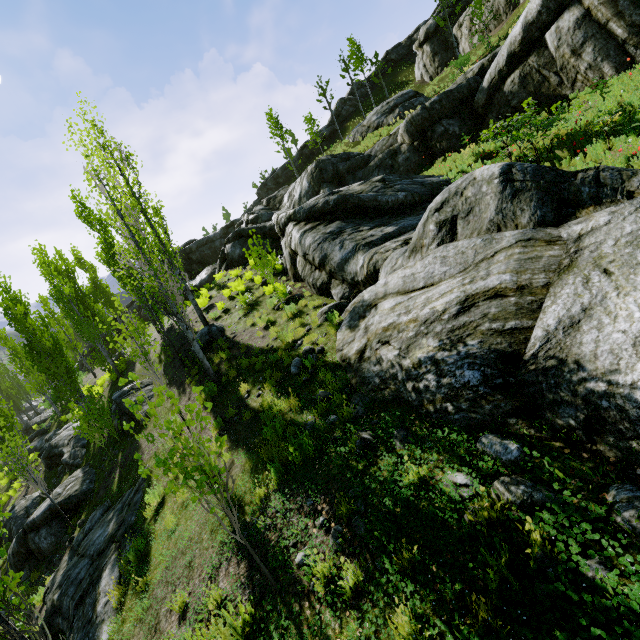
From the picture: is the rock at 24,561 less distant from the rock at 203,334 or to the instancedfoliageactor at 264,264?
the instancedfoliageactor at 264,264

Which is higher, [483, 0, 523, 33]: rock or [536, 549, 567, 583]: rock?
[483, 0, 523, 33]: rock

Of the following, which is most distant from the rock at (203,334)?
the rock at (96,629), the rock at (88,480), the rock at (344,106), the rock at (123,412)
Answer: the rock at (344,106)

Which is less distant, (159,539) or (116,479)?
(159,539)

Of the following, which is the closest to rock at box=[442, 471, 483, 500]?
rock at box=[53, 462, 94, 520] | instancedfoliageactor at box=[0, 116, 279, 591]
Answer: instancedfoliageactor at box=[0, 116, 279, 591]

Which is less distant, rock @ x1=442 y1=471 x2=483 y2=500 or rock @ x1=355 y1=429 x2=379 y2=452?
rock @ x1=442 y1=471 x2=483 y2=500

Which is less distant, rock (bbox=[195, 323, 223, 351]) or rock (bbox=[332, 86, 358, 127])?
rock (bbox=[195, 323, 223, 351])

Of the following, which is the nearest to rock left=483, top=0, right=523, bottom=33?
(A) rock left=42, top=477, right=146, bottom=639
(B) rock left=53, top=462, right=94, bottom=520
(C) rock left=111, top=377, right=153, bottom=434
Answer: (C) rock left=111, top=377, right=153, bottom=434
